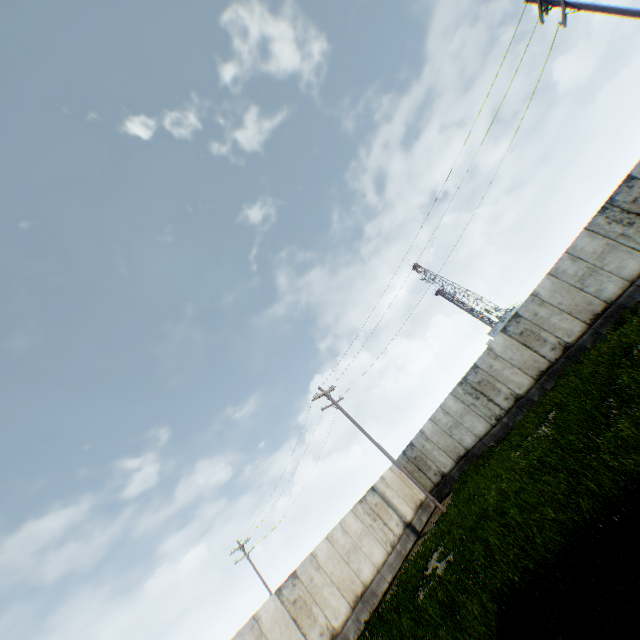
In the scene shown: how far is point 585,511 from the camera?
6.0m
